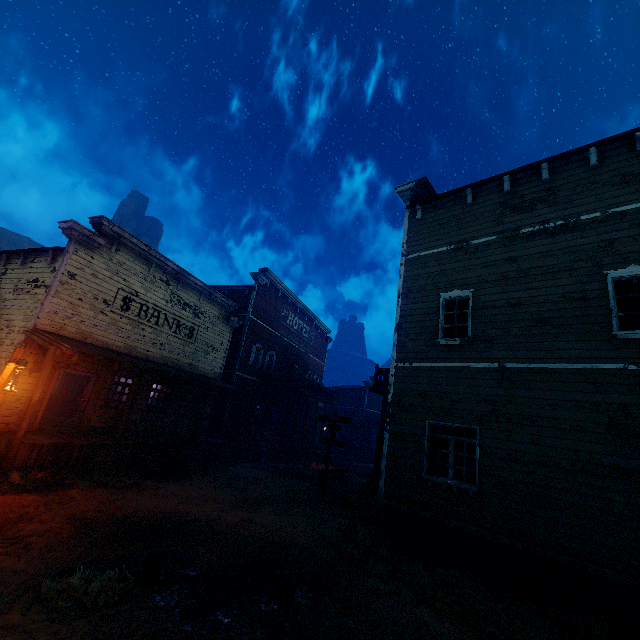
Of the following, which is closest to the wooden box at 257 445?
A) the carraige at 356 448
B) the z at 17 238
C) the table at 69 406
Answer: the z at 17 238

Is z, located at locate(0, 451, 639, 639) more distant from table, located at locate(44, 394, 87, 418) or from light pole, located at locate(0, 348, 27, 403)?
table, located at locate(44, 394, 87, 418)

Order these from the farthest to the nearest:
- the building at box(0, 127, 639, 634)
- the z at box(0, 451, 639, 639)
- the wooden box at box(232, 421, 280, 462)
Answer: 1. the wooden box at box(232, 421, 280, 462)
2. the building at box(0, 127, 639, 634)
3. the z at box(0, 451, 639, 639)

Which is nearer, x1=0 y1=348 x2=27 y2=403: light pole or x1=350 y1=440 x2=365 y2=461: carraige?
x1=0 y1=348 x2=27 y2=403: light pole

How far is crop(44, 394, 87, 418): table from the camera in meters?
16.2

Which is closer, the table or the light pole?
the light pole

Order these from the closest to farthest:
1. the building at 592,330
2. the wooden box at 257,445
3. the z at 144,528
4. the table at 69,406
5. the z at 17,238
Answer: the z at 144,528, the building at 592,330, the table at 69,406, the wooden box at 257,445, the z at 17,238

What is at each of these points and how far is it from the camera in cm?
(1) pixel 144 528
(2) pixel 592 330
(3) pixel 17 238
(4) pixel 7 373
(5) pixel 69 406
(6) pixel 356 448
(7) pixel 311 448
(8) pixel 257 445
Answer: (1) z, 706
(2) building, 757
(3) z, 5603
(4) light pole, 757
(5) table, 1647
(6) carraige, 2911
(7) building, 2491
(8) wooden box, 1961
